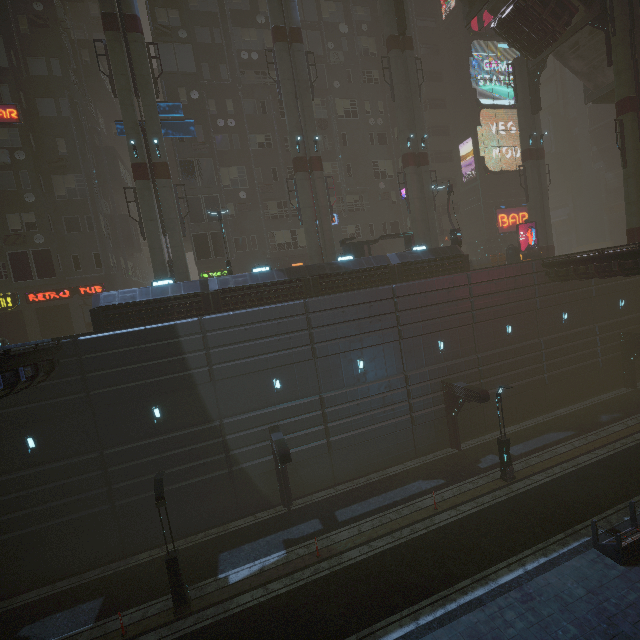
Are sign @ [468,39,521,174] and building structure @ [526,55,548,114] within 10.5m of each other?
yes

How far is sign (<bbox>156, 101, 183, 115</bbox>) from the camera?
21.8m

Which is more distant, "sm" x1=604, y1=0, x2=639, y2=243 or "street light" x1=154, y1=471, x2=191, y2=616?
"sm" x1=604, y1=0, x2=639, y2=243

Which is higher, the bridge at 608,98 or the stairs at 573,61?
the stairs at 573,61

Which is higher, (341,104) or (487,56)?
(487,56)

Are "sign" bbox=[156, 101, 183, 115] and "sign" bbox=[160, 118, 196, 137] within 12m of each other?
yes

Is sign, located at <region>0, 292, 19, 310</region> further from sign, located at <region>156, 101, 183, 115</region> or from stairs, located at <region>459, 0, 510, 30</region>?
stairs, located at <region>459, 0, 510, 30</region>

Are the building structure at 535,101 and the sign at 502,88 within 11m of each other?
yes
